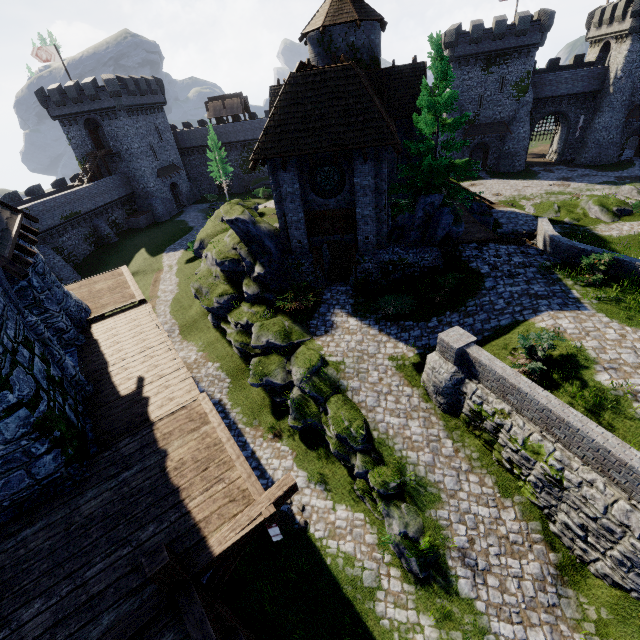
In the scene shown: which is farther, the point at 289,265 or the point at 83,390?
the point at 289,265

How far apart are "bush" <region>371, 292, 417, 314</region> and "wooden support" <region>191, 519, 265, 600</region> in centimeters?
1030cm

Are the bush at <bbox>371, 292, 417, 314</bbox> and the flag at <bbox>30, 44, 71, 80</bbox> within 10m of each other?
no

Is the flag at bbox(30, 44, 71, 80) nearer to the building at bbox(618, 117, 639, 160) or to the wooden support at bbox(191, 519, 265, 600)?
the building at bbox(618, 117, 639, 160)

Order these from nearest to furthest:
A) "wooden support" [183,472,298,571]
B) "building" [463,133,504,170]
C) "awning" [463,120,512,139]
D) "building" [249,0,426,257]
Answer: "wooden support" [183,472,298,571]
"building" [249,0,426,257]
"awning" [463,120,512,139]
"building" [463,133,504,170]

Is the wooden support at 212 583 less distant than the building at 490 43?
Yes

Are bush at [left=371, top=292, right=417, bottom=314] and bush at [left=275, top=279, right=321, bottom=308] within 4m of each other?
yes

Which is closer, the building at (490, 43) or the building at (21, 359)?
the building at (21, 359)
